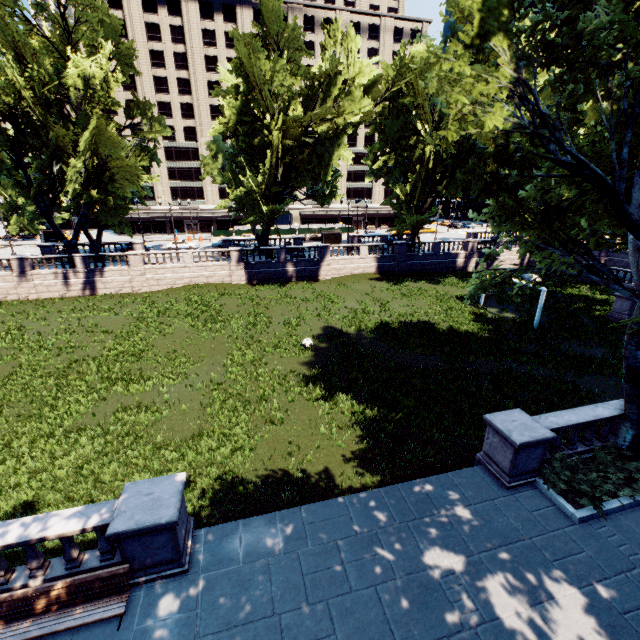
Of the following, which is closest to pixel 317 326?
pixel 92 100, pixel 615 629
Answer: pixel 615 629

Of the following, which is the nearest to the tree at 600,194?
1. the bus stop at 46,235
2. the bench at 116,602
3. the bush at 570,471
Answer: the bush at 570,471

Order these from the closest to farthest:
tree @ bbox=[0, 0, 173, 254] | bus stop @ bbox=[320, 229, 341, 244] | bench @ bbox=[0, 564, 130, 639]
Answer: bench @ bbox=[0, 564, 130, 639], tree @ bbox=[0, 0, 173, 254], bus stop @ bbox=[320, 229, 341, 244]

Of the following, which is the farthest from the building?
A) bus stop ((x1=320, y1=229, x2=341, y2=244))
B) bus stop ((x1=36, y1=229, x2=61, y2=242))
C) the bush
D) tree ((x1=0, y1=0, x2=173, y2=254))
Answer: the bush

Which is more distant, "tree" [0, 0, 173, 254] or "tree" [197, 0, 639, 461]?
"tree" [0, 0, 173, 254]

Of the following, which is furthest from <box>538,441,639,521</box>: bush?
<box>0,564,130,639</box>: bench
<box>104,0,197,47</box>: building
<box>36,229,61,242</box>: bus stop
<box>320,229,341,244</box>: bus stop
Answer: <box>36,229,61,242</box>: bus stop

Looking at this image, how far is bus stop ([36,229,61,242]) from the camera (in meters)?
57.17

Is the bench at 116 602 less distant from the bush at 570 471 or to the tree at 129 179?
the tree at 129 179
